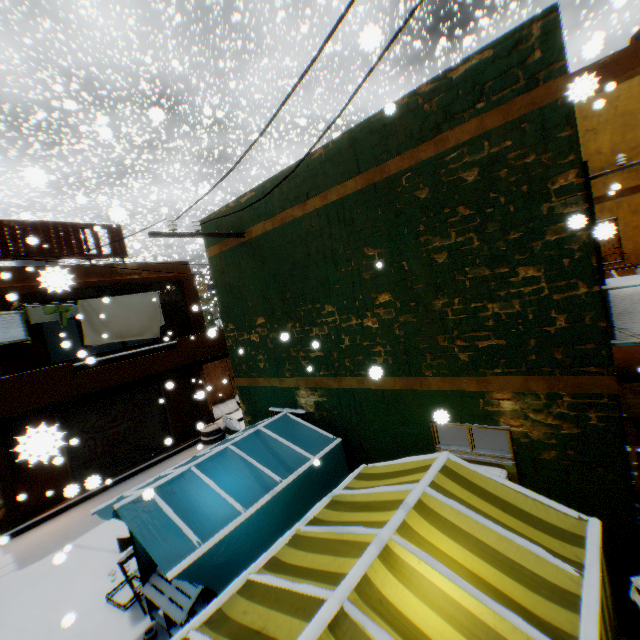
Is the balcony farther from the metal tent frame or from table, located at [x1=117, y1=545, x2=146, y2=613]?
the metal tent frame

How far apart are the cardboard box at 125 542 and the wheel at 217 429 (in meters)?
4.75

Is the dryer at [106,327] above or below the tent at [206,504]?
above

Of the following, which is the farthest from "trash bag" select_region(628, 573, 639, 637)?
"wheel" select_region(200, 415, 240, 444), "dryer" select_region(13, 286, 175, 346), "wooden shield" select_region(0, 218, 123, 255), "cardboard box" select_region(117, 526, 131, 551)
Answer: "wheel" select_region(200, 415, 240, 444)

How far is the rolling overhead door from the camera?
10.5 meters

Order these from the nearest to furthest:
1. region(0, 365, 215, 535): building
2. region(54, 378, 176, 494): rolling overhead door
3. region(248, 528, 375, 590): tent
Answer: region(0, 365, 215, 535): building < region(248, 528, 375, 590): tent < region(54, 378, 176, 494): rolling overhead door

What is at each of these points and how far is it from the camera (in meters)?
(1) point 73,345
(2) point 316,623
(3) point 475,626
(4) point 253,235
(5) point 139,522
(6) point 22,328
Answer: (1) building, 18.36
(2) metal tent frame, 2.06
(3) tent, 2.17
(4) building, 6.61
(5) tent, 4.02
(6) air conditioner, 8.66

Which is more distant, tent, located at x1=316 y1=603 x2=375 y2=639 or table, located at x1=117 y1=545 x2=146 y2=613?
table, located at x1=117 y1=545 x2=146 y2=613
